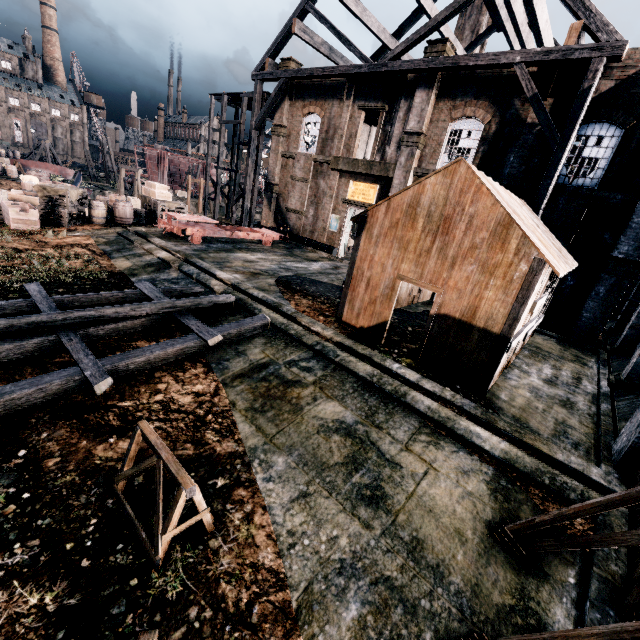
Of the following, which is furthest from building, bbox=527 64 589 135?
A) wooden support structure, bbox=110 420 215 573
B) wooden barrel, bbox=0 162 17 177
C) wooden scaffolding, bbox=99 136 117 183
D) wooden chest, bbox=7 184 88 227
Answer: wooden scaffolding, bbox=99 136 117 183

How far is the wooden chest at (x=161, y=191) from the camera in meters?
23.8

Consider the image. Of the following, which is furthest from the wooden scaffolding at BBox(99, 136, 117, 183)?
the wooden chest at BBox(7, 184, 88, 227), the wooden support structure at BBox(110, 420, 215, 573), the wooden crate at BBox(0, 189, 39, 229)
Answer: the wooden support structure at BBox(110, 420, 215, 573)

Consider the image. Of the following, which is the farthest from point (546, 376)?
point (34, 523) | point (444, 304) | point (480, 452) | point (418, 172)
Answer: point (418, 172)

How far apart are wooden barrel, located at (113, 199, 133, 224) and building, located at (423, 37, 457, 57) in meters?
19.8 m

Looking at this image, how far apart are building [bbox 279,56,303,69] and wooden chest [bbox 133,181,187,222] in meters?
12.8

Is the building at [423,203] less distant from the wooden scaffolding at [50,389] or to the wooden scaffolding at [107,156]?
the wooden scaffolding at [50,389]

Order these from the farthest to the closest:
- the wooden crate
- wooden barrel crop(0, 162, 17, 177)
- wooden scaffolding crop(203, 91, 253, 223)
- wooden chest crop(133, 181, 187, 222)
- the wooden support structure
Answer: wooden barrel crop(0, 162, 17, 177) < wooden scaffolding crop(203, 91, 253, 223) < wooden chest crop(133, 181, 187, 222) < the wooden crate < the wooden support structure
